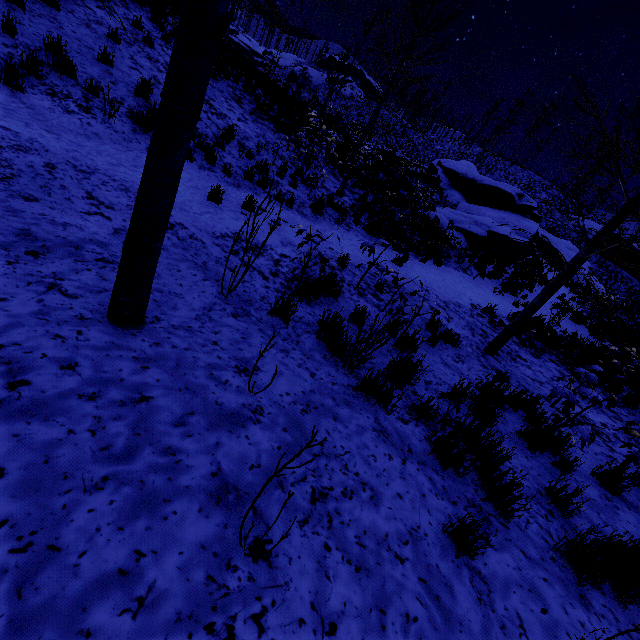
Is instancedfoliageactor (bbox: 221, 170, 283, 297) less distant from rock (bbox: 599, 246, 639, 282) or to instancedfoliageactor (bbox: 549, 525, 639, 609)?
instancedfoliageactor (bbox: 549, 525, 639, 609)

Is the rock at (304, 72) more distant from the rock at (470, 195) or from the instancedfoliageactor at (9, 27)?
the instancedfoliageactor at (9, 27)

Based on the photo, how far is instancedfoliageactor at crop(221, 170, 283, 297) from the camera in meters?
3.4 m

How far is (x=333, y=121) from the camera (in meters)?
15.84

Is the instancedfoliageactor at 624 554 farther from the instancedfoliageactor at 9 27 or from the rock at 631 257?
the rock at 631 257

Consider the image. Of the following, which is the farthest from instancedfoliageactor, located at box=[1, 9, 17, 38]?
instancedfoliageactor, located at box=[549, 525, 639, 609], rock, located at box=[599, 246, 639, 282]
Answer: rock, located at box=[599, 246, 639, 282]

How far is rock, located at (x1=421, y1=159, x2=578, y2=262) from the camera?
17.03m

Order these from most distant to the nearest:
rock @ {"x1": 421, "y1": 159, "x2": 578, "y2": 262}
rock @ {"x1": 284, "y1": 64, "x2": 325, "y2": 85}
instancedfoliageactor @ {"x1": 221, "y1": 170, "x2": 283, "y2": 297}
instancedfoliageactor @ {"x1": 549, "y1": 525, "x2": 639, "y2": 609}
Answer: rock @ {"x1": 284, "y1": 64, "x2": 325, "y2": 85}, rock @ {"x1": 421, "y1": 159, "x2": 578, "y2": 262}, instancedfoliageactor @ {"x1": 221, "y1": 170, "x2": 283, "y2": 297}, instancedfoliageactor @ {"x1": 549, "y1": 525, "x2": 639, "y2": 609}
